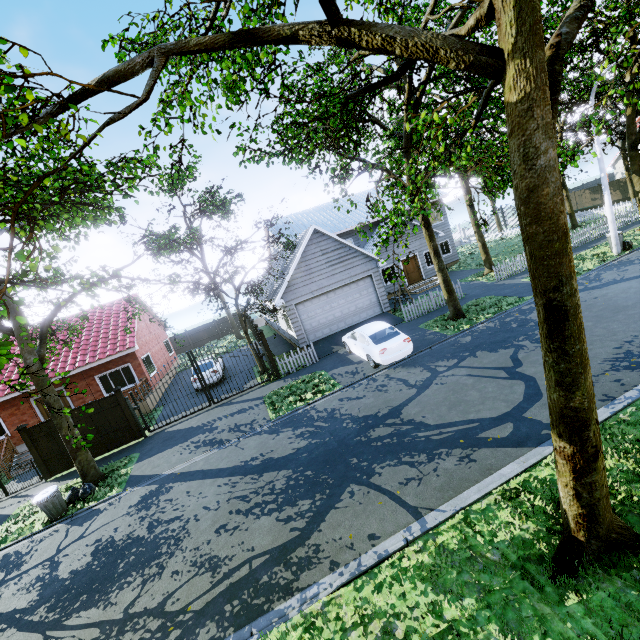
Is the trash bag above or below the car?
below

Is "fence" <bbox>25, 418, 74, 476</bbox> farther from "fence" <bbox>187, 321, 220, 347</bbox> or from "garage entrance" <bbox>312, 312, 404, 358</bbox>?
"fence" <bbox>187, 321, 220, 347</bbox>

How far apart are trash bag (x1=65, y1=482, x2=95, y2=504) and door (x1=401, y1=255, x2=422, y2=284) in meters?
22.1

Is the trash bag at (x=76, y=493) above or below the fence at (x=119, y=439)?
below

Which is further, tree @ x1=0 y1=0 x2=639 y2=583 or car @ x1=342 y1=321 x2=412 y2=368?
car @ x1=342 y1=321 x2=412 y2=368

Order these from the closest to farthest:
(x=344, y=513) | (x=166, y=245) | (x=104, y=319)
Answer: (x=344, y=513) < (x=166, y=245) < (x=104, y=319)

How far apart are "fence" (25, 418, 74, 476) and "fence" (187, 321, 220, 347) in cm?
2281

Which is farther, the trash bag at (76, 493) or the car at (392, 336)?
the car at (392, 336)
